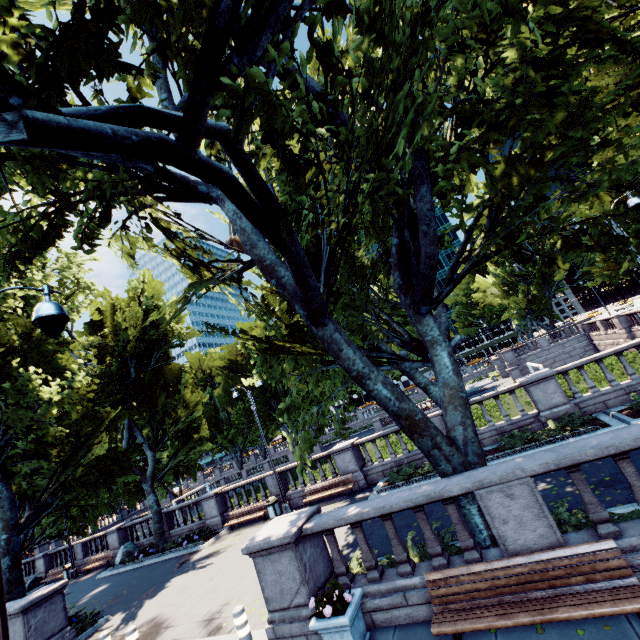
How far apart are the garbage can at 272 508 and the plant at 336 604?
12.15m

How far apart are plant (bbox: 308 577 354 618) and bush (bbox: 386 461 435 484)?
8.30m

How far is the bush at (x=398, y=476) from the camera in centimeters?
1373cm

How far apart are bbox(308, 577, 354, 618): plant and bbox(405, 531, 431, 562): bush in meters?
1.4 m

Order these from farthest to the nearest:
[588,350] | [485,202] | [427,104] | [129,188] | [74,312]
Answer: [588,350]
[74,312]
[485,202]
[129,188]
[427,104]

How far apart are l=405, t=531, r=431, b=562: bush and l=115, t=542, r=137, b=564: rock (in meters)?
20.79

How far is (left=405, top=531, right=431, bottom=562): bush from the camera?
7.42m

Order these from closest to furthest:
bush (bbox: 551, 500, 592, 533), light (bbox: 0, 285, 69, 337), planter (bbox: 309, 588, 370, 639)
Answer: light (bbox: 0, 285, 69, 337) < planter (bbox: 309, 588, 370, 639) < bush (bbox: 551, 500, 592, 533)
